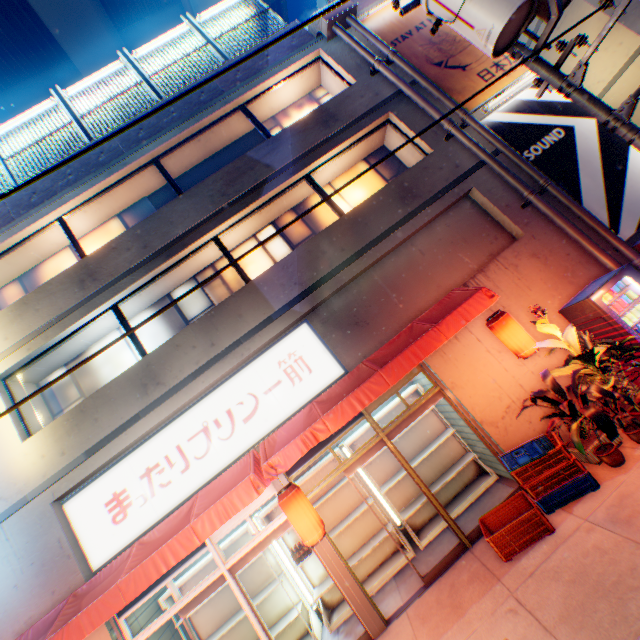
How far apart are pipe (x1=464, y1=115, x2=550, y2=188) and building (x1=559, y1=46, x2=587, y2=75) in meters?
5.6 m

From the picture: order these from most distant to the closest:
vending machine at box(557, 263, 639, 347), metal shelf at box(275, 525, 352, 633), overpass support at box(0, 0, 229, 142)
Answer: overpass support at box(0, 0, 229, 142)
metal shelf at box(275, 525, 352, 633)
vending machine at box(557, 263, 639, 347)

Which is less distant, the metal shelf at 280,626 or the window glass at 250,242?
the metal shelf at 280,626

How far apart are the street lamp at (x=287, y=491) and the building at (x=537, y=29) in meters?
13.9 m

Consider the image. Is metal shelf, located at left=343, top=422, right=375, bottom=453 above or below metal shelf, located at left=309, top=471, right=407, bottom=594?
above

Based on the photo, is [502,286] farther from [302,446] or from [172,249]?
[172,249]

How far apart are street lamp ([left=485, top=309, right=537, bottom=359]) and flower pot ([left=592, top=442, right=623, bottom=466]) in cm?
169

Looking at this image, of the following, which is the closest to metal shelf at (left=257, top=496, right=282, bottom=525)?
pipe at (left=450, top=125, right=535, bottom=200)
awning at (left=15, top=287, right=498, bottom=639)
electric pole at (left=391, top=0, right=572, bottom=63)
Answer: awning at (left=15, top=287, right=498, bottom=639)
